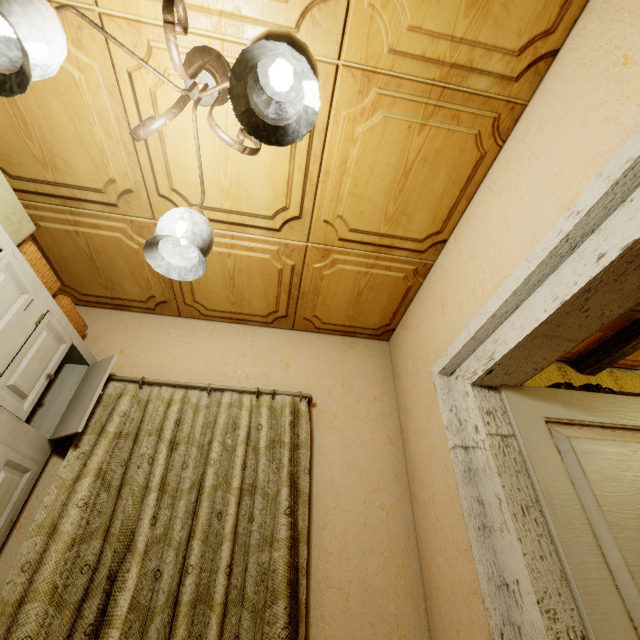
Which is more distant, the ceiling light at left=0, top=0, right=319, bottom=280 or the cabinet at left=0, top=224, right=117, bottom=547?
the cabinet at left=0, top=224, right=117, bottom=547

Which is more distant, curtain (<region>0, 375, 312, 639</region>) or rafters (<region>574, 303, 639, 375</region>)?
rafters (<region>574, 303, 639, 375</region>)

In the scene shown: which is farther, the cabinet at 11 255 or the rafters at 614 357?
the rafters at 614 357

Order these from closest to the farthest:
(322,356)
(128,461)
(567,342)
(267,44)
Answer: (267,44) < (567,342) < (128,461) < (322,356)

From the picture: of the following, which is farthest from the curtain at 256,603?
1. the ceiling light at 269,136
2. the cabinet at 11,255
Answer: the ceiling light at 269,136

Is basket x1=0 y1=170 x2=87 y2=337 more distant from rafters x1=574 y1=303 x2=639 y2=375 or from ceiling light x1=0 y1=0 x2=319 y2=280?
rafters x1=574 y1=303 x2=639 y2=375

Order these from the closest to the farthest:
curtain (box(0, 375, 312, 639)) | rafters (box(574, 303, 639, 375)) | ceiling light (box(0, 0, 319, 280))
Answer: ceiling light (box(0, 0, 319, 280)) → curtain (box(0, 375, 312, 639)) → rafters (box(574, 303, 639, 375))

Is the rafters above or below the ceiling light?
above
